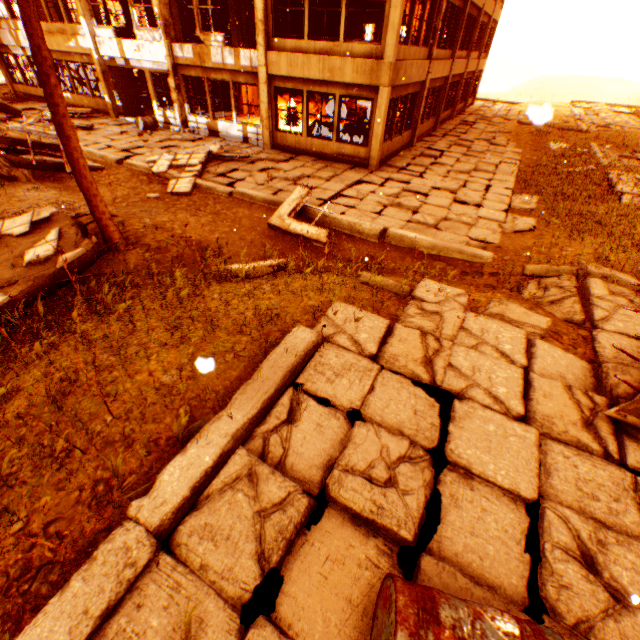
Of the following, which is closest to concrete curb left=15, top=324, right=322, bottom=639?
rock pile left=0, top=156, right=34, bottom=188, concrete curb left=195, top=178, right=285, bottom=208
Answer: rock pile left=0, top=156, right=34, bottom=188

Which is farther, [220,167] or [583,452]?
[220,167]

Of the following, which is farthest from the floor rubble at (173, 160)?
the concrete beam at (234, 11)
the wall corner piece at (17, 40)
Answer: the wall corner piece at (17, 40)

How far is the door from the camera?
15.4m

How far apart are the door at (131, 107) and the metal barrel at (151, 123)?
0.0 meters

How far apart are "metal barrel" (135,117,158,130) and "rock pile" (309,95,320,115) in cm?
780

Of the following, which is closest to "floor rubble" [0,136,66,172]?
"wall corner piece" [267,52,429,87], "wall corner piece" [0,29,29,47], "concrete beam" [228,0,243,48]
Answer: "wall corner piece" [267,52,429,87]

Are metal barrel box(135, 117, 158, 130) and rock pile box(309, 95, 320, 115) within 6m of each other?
no
